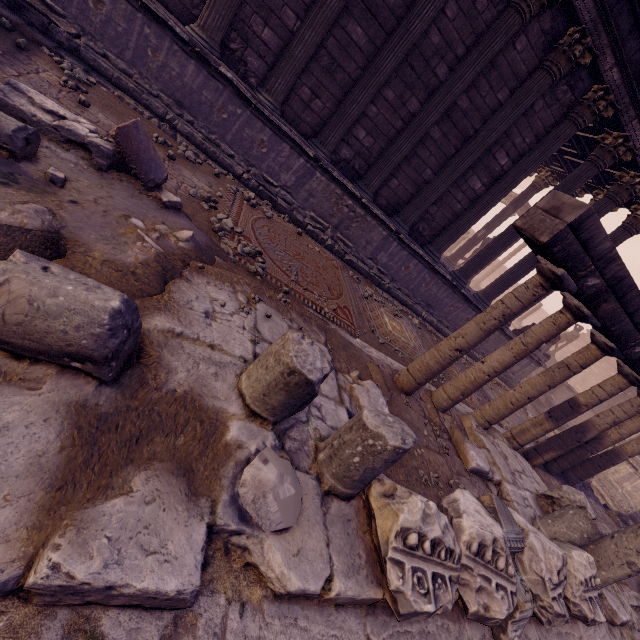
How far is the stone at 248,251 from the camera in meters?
4.6 m

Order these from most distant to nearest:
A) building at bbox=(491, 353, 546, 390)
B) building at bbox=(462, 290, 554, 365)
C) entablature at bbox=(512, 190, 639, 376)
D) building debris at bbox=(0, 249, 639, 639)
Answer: building at bbox=(491, 353, 546, 390)
building at bbox=(462, 290, 554, 365)
entablature at bbox=(512, 190, 639, 376)
building debris at bbox=(0, 249, 639, 639)

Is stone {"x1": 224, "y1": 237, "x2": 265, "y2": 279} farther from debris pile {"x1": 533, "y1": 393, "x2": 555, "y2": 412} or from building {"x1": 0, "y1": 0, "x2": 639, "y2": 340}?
debris pile {"x1": 533, "y1": 393, "x2": 555, "y2": 412}

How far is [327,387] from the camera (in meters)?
3.24

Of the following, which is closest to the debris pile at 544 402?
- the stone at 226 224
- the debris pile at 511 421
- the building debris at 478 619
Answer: the debris pile at 511 421

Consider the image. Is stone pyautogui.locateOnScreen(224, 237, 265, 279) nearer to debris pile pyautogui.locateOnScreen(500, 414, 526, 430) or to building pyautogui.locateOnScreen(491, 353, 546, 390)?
building pyautogui.locateOnScreen(491, 353, 546, 390)

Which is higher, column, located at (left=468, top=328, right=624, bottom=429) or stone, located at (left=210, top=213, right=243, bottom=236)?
column, located at (left=468, top=328, right=624, bottom=429)
